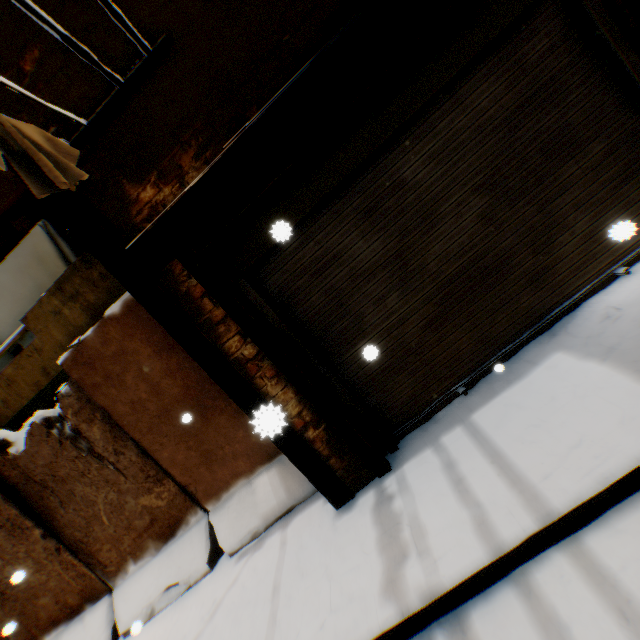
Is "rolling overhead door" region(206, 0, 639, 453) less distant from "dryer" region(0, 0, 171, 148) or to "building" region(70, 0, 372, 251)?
"building" region(70, 0, 372, 251)

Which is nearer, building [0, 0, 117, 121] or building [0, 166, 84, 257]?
building [0, 0, 117, 121]

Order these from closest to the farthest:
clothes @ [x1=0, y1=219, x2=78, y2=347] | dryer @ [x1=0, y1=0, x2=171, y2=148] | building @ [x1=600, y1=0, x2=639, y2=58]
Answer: dryer @ [x1=0, y1=0, x2=171, y2=148]
building @ [x1=600, y1=0, x2=639, y2=58]
clothes @ [x1=0, y1=219, x2=78, y2=347]

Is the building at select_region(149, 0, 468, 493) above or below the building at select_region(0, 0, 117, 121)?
below

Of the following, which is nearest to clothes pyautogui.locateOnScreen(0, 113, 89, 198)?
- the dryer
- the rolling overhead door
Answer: the dryer

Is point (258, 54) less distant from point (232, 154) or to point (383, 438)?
point (232, 154)

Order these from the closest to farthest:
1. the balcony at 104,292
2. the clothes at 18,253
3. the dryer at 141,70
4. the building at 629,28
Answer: the dryer at 141,70, the building at 629,28, the balcony at 104,292, the clothes at 18,253

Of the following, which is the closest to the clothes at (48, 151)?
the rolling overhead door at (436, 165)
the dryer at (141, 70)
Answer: the dryer at (141, 70)
